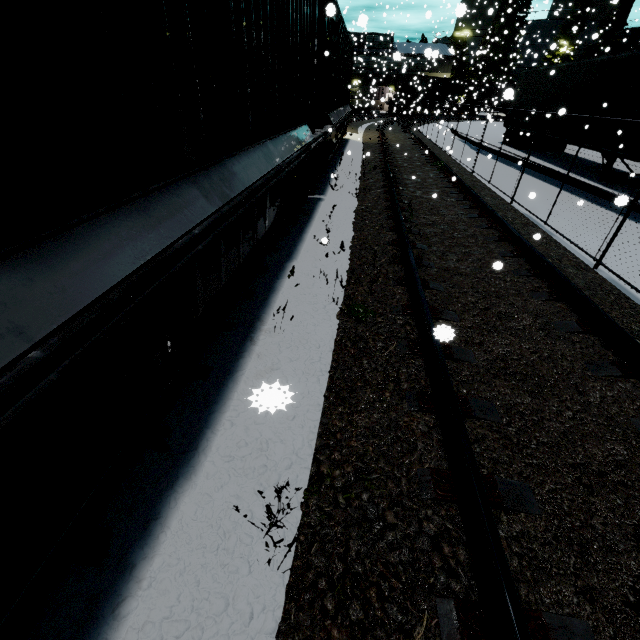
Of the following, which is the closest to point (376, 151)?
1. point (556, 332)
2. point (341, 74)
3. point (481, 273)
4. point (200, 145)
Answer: point (341, 74)

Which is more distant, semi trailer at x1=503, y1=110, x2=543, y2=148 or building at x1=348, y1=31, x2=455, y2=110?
building at x1=348, y1=31, x2=455, y2=110

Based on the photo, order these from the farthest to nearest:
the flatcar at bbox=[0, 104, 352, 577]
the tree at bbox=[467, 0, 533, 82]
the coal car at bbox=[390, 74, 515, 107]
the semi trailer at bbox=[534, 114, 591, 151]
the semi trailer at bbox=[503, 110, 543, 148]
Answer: the tree at bbox=[467, 0, 533, 82], the coal car at bbox=[390, 74, 515, 107], the semi trailer at bbox=[503, 110, 543, 148], the semi trailer at bbox=[534, 114, 591, 151], the flatcar at bbox=[0, 104, 352, 577]

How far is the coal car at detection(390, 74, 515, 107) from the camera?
35.6m

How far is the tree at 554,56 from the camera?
29.23m

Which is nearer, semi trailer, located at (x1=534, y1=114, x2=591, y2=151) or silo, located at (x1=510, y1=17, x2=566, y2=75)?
semi trailer, located at (x1=534, y1=114, x2=591, y2=151)

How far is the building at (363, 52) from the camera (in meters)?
30.70
